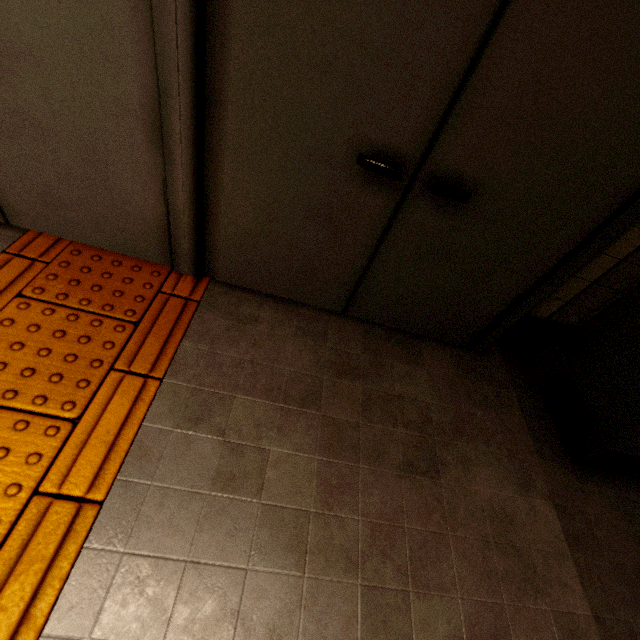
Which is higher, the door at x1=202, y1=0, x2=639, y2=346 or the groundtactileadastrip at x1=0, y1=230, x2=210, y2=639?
the door at x1=202, y1=0, x2=639, y2=346

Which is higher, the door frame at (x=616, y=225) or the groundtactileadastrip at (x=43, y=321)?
the door frame at (x=616, y=225)

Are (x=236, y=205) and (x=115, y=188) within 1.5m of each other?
yes

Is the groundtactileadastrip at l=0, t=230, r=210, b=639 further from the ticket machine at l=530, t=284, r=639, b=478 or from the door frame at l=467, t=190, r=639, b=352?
the ticket machine at l=530, t=284, r=639, b=478

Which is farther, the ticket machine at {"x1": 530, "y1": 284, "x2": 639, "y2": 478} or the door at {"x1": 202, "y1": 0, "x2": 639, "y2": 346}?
the ticket machine at {"x1": 530, "y1": 284, "x2": 639, "y2": 478}

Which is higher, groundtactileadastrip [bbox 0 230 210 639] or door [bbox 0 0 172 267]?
door [bbox 0 0 172 267]

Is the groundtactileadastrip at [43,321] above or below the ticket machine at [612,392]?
below
